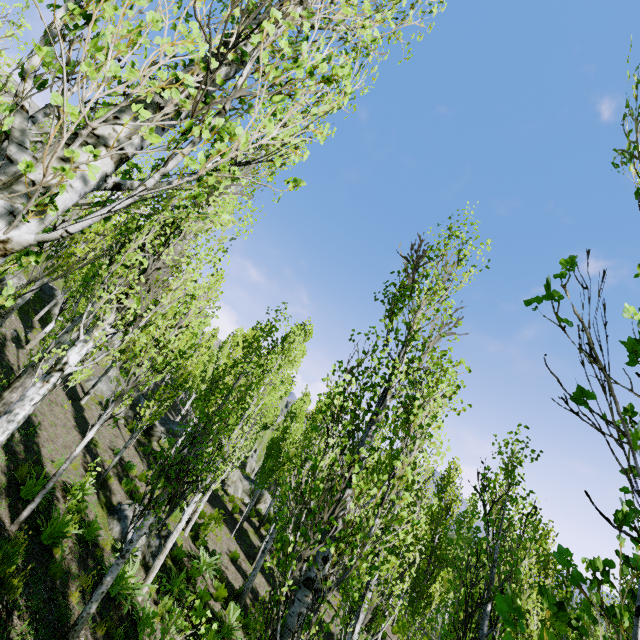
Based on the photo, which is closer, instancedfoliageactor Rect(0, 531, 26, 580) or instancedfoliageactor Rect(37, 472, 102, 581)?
instancedfoliageactor Rect(0, 531, 26, 580)

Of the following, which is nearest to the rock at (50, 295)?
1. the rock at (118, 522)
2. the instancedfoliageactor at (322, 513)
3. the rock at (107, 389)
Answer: the instancedfoliageactor at (322, 513)

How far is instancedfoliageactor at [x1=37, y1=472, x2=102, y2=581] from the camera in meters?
6.8

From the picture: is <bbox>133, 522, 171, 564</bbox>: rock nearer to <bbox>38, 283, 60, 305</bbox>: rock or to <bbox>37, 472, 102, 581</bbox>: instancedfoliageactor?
<bbox>37, 472, 102, 581</bbox>: instancedfoliageactor

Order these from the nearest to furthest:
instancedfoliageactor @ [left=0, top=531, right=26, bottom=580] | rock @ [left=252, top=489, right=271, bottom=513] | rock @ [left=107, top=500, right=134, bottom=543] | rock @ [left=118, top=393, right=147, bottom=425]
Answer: instancedfoliageactor @ [left=0, top=531, right=26, bottom=580] → rock @ [left=107, top=500, right=134, bottom=543] → rock @ [left=118, top=393, right=147, bottom=425] → rock @ [left=252, top=489, right=271, bottom=513]

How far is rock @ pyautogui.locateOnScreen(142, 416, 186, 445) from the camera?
22.4 meters

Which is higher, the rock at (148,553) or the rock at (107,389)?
the rock at (107,389)

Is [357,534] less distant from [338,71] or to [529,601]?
[338,71]
